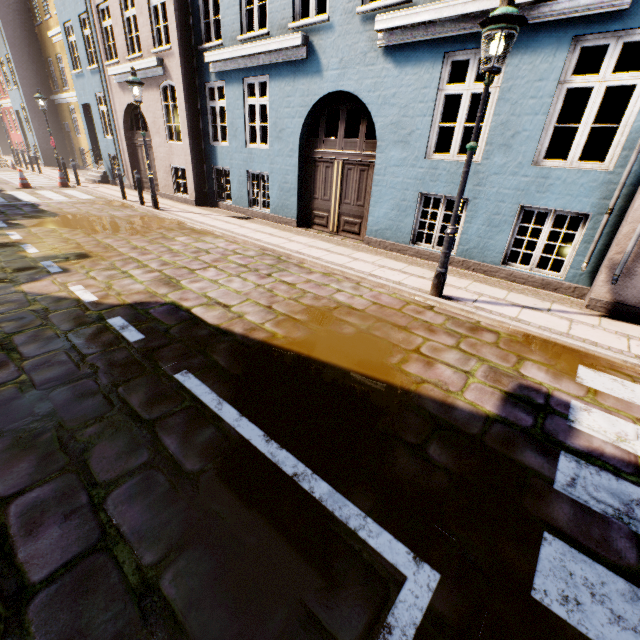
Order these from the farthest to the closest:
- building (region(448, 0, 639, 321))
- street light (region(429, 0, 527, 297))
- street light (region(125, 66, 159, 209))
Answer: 1. street light (region(125, 66, 159, 209))
2. building (region(448, 0, 639, 321))
3. street light (region(429, 0, 527, 297))

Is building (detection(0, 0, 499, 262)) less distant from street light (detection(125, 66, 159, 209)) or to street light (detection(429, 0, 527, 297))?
street light (detection(125, 66, 159, 209))

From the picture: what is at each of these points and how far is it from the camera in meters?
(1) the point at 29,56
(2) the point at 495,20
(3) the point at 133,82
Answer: (1) building, 20.8 m
(2) street light, 3.7 m
(3) street light, 9.2 m

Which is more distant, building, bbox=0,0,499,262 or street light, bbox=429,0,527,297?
building, bbox=0,0,499,262

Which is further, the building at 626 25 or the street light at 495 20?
the building at 626 25

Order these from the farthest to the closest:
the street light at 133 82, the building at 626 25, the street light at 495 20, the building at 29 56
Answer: the street light at 133 82, the building at 29 56, the building at 626 25, the street light at 495 20

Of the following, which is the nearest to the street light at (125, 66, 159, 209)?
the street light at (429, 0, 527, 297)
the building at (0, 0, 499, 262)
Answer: the building at (0, 0, 499, 262)
